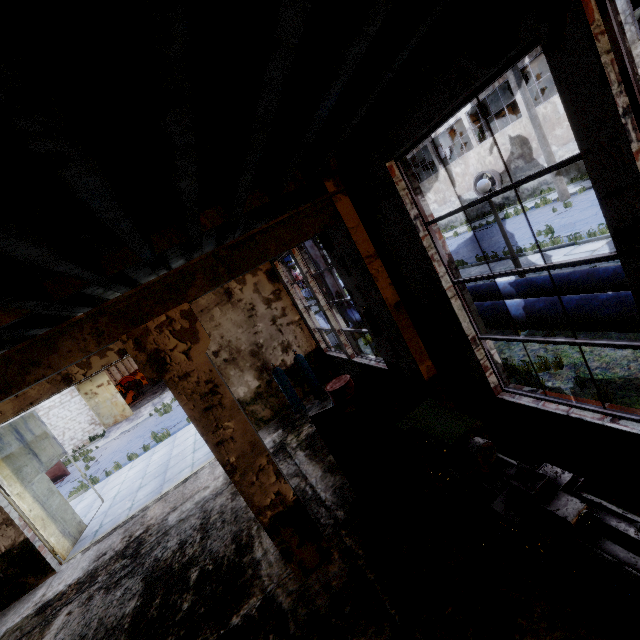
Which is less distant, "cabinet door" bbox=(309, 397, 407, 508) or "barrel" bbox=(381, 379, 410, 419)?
"cabinet door" bbox=(309, 397, 407, 508)

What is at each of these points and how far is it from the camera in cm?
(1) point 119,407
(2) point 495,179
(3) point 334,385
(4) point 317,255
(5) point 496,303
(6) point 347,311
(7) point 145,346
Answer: (1) door, 2392
(2) fan, 2436
(3) barrel, 718
(4) pipe, 1232
(5) pipe, 631
(6) pipe, 1262
(7) column beam, 368

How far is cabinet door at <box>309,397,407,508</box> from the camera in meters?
4.5 m

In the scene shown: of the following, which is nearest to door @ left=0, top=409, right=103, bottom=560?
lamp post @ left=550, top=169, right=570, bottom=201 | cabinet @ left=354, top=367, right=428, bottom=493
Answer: cabinet @ left=354, top=367, right=428, bottom=493

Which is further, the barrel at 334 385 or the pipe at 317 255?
the pipe at 317 255

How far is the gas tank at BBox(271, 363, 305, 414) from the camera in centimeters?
927cm

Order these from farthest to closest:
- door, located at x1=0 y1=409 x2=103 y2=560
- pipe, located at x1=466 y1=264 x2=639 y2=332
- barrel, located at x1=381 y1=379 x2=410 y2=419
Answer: door, located at x1=0 y1=409 x2=103 y2=560 < barrel, located at x1=381 y1=379 x2=410 y2=419 < pipe, located at x1=466 y1=264 x2=639 y2=332

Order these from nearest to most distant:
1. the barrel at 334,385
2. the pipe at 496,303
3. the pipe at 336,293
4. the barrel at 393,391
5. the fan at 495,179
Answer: the pipe at 496,303 → the barrel at 393,391 → the barrel at 334,385 → the pipe at 336,293 → the fan at 495,179
